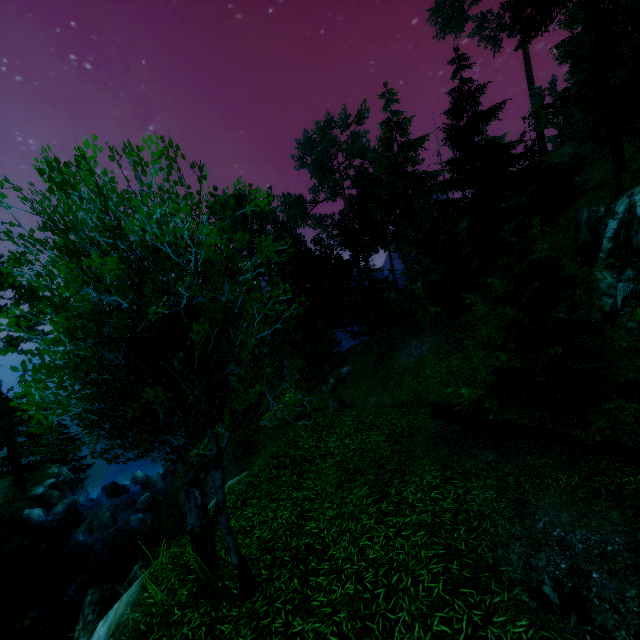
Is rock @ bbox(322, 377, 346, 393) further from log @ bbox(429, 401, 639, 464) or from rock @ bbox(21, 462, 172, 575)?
log @ bbox(429, 401, 639, 464)

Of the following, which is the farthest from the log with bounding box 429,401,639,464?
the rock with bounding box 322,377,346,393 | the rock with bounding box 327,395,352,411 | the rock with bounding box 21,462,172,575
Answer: the rock with bounding box 21,462,172,575

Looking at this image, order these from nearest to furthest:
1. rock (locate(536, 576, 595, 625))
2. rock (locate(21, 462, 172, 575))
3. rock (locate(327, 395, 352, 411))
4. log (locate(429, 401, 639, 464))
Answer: rock (locate(536, 576, 595, 625)) < log (locate(429, 401, 639, 464)) < rock (locate(21, 462, 172, 575)) < rock (locate(327, 395, 352, 411))

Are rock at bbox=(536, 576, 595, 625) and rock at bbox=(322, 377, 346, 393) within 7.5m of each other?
no

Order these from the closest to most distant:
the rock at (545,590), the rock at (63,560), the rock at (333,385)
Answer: the rock at (545,590), the rock at (63,560), the rock at (333,385)

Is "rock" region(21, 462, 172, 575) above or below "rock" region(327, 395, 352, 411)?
below

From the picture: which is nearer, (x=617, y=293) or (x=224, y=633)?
Answer: (x=224, y=633)

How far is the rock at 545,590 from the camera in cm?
445
